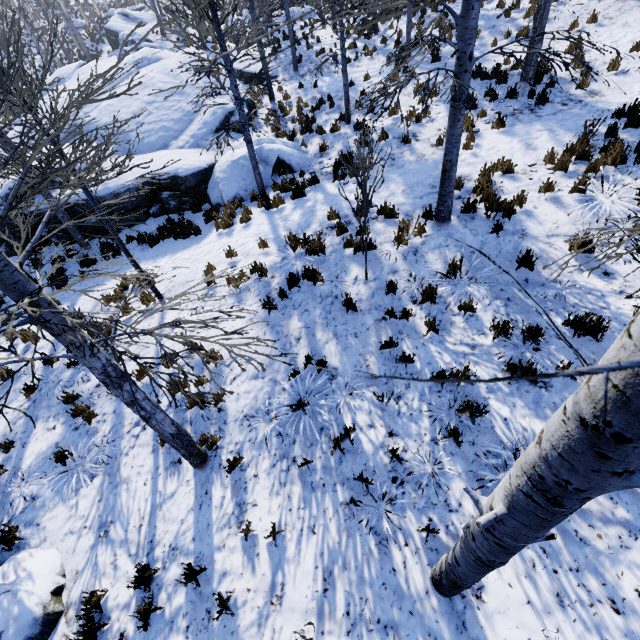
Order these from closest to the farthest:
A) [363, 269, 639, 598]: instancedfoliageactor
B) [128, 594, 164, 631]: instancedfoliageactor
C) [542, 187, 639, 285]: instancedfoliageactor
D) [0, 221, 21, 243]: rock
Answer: [363, 269, 639, 598]: instancedfoliageactor < [542, 187, 639, 285]: instancedfoliageactor < [128, 594, 164, 631]: instancedfoliageactor < [0, 221, 21, 243]: rock

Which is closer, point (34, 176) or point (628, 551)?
point (628, 551)

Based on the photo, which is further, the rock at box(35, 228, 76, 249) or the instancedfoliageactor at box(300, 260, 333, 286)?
the rock at box(35, 228, 76, 249)

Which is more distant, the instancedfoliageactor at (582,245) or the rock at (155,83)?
the rock at (155,83)

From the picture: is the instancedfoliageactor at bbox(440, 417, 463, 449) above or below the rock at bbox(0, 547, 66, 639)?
above

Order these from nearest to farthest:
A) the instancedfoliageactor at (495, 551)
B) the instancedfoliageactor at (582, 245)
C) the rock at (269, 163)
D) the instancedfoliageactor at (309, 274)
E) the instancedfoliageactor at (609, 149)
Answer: the instancedfoliageactor at (495, 551), the instancedfoliageactor at (582, 245), the instancedfoliageactor at (609, 149), the instancedfoliageactor at (309, 274), the rock at (269, 163)

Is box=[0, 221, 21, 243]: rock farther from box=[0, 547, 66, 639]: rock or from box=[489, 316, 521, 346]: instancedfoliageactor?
box=[0, 547, 66, 639]: rock
